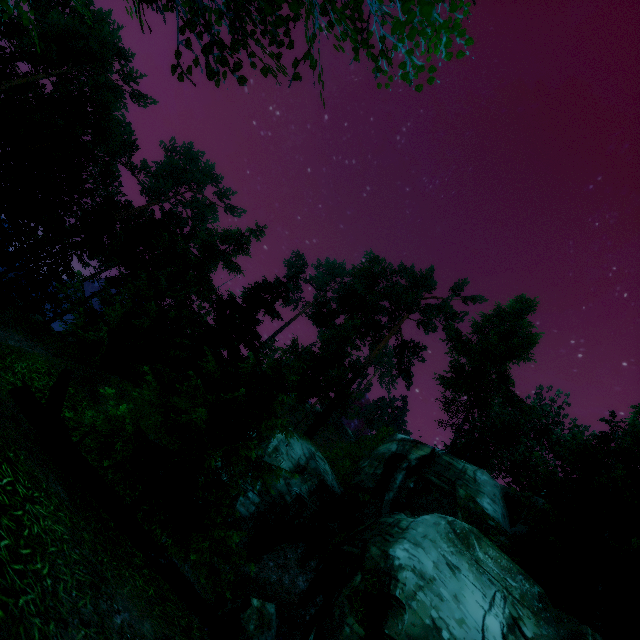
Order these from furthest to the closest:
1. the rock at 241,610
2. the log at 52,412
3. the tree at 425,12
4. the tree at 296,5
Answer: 1. the rock at 241,610
2. the log at 52,412
3. the tree at 296,5
4. the tree at 425,12

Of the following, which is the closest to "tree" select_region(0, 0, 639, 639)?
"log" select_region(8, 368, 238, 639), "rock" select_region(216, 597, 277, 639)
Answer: "log" select_region(8, 368, 238, 639)

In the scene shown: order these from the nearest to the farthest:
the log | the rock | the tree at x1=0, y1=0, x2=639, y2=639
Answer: the log
the tree at x1=0, y1=0, x2=639, y2=639
the rock

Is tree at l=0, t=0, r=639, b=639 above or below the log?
above

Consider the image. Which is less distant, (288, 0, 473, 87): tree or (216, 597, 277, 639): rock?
(288, 0, 473, 87): tree

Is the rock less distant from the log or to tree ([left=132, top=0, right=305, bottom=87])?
tree ([left=132, top=0, right=305, bottom=87])

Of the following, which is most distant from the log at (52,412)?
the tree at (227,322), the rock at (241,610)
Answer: the rock at (241,610)

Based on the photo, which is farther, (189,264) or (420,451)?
(189,264)
